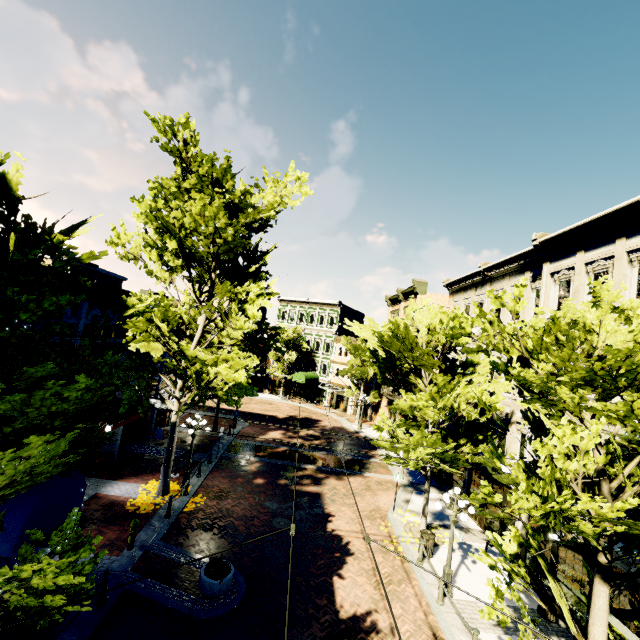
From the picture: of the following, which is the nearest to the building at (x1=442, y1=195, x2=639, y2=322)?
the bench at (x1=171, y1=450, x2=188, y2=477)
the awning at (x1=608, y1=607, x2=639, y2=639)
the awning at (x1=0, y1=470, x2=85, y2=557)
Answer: the awning at (x1=608, y1=607, x2=639, y2=639)

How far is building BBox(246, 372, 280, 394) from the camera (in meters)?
46.03

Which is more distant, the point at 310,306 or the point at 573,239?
the point at 310,306

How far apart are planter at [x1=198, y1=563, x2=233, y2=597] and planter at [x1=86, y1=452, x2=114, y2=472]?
9.4m

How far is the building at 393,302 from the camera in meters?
29.5

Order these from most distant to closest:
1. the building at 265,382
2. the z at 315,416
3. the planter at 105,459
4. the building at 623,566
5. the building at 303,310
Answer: the building at 265,382 → the building at 303,310 → the z at 315,416 → the planter at 105,459 → the building at 623,566

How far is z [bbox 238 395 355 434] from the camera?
31.89m

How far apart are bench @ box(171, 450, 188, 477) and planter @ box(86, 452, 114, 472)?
3.2 meters
